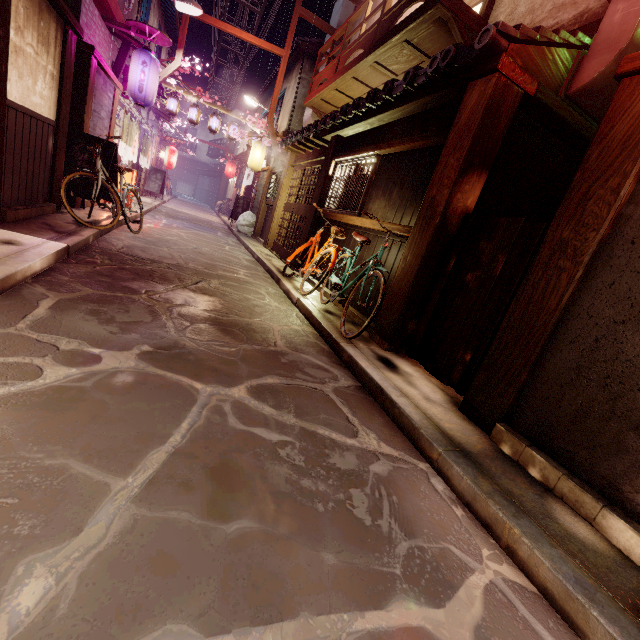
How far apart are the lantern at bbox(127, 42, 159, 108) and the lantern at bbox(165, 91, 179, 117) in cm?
976

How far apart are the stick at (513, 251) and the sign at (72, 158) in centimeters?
1142cm

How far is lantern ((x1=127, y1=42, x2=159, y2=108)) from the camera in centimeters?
1332cm

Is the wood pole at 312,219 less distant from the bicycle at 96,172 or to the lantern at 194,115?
the bicycle at 96,172

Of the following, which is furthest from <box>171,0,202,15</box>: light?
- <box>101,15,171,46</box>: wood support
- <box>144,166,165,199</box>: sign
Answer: <box>144,166,165,199</box>: sign

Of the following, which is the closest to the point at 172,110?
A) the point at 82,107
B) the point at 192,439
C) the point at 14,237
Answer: the point at 82,107

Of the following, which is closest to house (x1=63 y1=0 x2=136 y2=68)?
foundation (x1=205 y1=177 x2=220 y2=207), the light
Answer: the light

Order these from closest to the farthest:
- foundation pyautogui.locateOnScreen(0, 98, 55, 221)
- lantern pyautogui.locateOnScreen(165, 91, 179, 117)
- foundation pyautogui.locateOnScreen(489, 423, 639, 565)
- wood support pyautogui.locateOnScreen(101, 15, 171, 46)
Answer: foundation pyautogui.locateOnScreen(489, 423, 639, 565), foundation pyautogui.locateOnScreen(0, 98, 55, 221), wood support pyautogui.locateOnScreen(101, 15, 171, 46), lantern pyautogui.locateOnScreen(165, 91, 179, 117)
